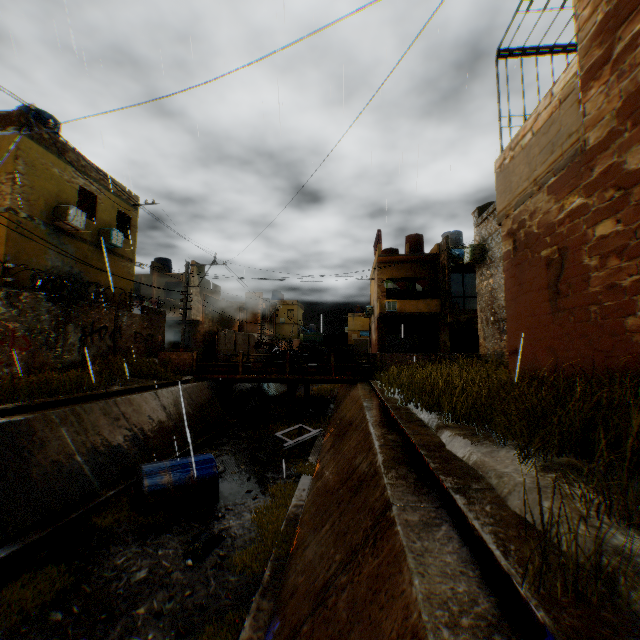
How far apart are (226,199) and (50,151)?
9.0 meters

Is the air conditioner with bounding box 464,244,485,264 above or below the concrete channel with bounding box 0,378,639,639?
above

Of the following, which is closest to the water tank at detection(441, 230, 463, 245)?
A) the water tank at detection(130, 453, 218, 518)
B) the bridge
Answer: the bridge

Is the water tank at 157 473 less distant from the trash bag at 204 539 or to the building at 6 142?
the building at 6 142

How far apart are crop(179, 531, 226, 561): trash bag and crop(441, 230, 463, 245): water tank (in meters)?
24.52

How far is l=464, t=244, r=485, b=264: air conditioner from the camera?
15.5 meters

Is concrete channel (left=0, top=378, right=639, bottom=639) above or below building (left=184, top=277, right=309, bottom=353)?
below

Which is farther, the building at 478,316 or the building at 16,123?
the building at 16,123
